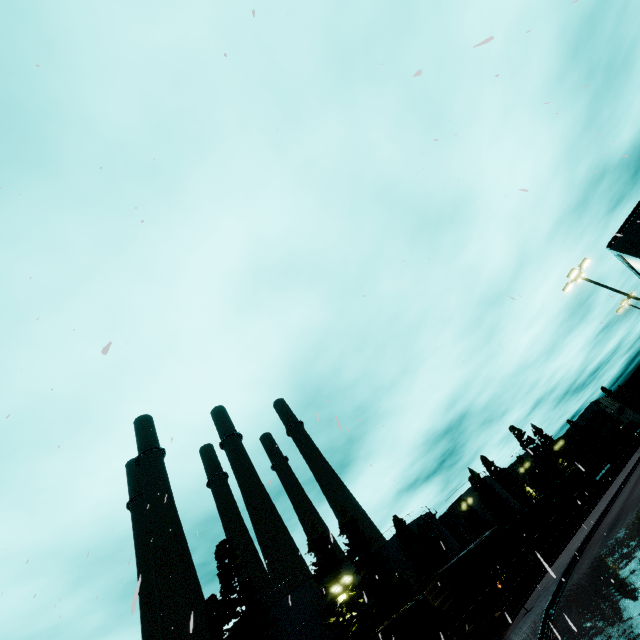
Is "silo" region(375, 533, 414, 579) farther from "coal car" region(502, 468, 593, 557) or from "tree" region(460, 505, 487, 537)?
"tree" region(460, 505, 487, 537)

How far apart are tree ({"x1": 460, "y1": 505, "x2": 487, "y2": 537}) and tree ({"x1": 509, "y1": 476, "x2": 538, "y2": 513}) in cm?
1247

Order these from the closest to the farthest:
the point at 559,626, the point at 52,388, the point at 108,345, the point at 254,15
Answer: the point at 108,345 → the point at 254,15 → the point at 52,388 → the point at 559,626

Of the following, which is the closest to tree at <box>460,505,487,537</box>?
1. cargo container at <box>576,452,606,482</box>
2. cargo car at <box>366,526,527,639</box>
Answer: cargo car at <box>366,526,527,639</box>

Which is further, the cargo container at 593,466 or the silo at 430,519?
the cargo container at 593,466

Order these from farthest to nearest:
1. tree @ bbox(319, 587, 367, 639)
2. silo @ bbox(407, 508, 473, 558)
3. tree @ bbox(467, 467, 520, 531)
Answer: tree @ bbox(467, 467, 520, 531), silo @ bbox(407, 508, 473, 558), tree @ bbox(319, 587, 367, 639)

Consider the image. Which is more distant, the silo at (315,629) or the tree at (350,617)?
the silo at (315,629)

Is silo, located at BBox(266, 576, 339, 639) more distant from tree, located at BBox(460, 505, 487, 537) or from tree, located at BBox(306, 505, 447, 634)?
tree, located at BBox(460, 505, 487, 537)
